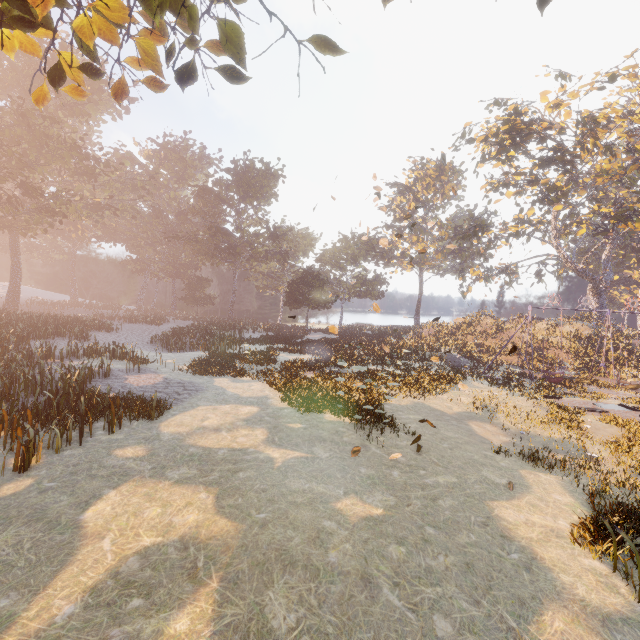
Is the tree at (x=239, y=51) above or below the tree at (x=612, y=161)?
below

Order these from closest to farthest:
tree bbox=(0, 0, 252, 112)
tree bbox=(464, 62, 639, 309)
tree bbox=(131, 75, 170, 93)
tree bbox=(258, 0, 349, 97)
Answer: tree bbox=(0, 0, 252, 112)
tree bbox=(258, 0, 349, 97)
tree bbox=(131, 75, 170, 93)
tree bbox=(464, 62, 639, 309)

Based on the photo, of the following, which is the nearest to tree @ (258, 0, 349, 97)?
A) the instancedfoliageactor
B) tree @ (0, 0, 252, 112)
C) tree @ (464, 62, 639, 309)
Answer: tree @ (0, 0, 252, 112)

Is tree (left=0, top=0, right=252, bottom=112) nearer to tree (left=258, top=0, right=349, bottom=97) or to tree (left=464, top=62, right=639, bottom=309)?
tree (left=258, top=0, right=349, bottom=97)

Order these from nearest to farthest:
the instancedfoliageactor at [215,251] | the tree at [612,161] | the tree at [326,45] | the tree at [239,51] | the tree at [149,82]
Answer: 1. the tree at [239,51]
2. the tree at [326,45]
3. the tree at [149,82]
4. the instancedfoliageactor at [215,251]
5. the tree at [612,161]

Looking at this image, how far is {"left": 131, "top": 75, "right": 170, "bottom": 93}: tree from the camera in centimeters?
662cm

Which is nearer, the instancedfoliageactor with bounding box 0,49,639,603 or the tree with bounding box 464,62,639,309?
the instancedfoliageactor with bounding box 0,49,639,603

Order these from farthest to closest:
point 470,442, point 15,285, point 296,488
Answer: point 15,285
point 470,442
point 296,488
